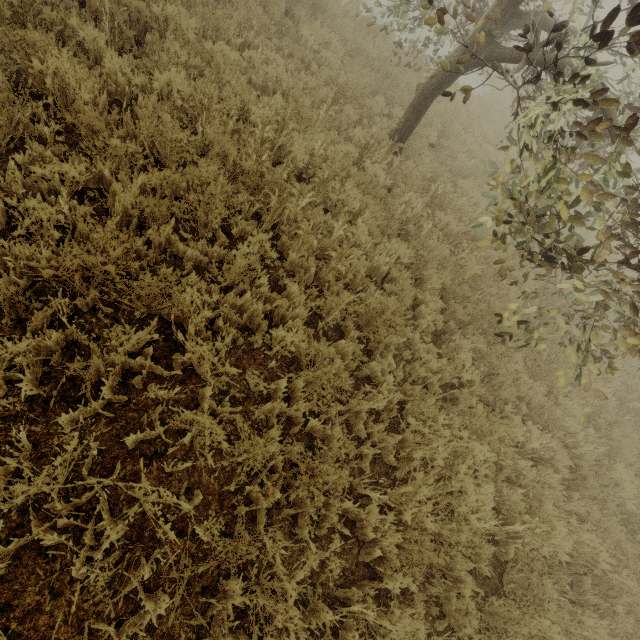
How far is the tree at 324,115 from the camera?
4.2 meters

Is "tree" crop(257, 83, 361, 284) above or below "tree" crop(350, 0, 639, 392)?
below

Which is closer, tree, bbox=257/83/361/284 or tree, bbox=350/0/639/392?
tree, bbox=350/0/639/392

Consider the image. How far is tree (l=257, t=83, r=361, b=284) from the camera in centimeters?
415cm

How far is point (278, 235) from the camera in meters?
4.7
